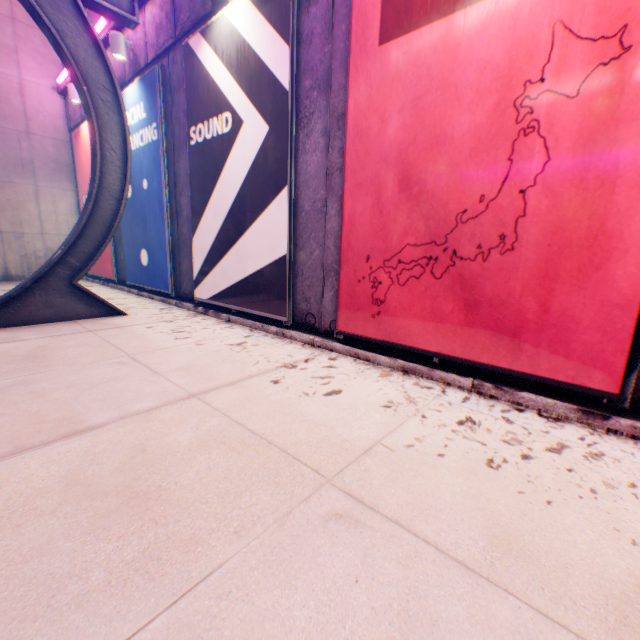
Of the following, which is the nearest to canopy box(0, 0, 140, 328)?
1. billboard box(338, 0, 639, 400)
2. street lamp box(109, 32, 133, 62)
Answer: billboard box(338, 0, 639, 400)

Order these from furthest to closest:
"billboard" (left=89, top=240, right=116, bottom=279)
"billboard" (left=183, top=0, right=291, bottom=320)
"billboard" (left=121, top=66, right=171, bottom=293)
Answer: "billboard" (left=89, top=240, right=116, bottom=279), "billboard" (left=121, top=66, right=171, bottom=293), "billboard" (left=183, top=0, right=291, bottom=320)

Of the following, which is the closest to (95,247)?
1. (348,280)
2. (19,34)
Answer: (348,280)

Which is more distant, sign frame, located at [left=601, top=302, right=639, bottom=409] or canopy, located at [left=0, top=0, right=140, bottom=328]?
canopy, located at [left=0, top=0, right=140, bottom=328]

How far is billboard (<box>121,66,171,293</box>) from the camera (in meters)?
6.43

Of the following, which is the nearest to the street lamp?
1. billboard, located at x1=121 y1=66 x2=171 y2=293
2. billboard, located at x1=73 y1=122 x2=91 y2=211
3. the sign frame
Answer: billboard, located at x1=121 y1=66 x2=171 y2=293

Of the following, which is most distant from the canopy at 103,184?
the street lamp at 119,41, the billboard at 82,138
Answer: the billboard at 82,138

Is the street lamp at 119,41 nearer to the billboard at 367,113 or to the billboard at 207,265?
the billboard at 207,265
